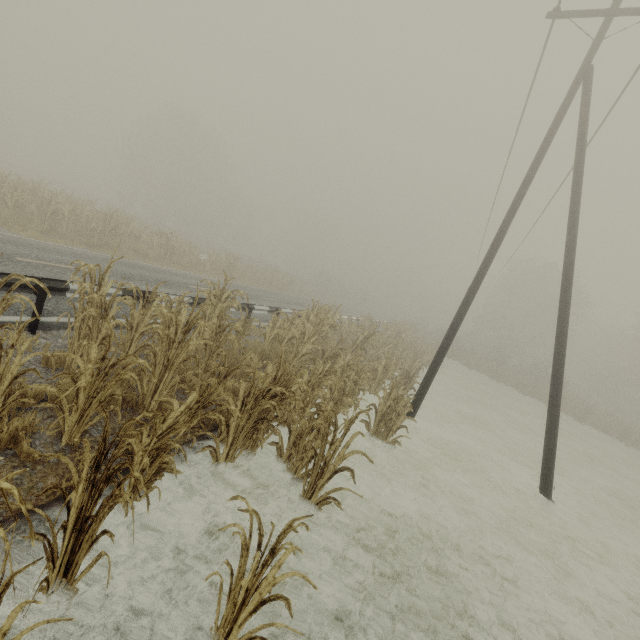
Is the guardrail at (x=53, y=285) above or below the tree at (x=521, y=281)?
below

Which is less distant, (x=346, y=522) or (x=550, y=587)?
(x=346, y=522)

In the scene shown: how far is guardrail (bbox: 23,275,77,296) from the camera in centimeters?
542cm

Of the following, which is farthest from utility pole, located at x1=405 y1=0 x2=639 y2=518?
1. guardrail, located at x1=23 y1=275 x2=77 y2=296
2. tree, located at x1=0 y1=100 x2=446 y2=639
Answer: guardrail, located at x1=23 y1=275 x2=77 y2=296

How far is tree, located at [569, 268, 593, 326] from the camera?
42.8 meters

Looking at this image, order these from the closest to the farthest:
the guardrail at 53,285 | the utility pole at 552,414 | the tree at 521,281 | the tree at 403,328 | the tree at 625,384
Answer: the tree at 403,328, the guardrail at 53,285, the utility pole at 552,414, the tree at 625,384, the tree at 521,281

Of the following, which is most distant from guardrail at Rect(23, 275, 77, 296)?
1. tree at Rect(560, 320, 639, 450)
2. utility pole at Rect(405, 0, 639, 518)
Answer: tree at Rect(560, 320, 639, 450)

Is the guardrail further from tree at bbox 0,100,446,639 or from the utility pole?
the utility pole
